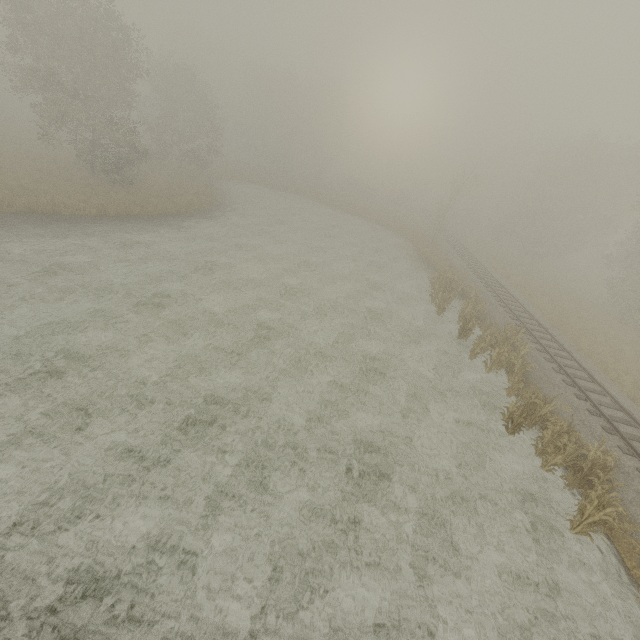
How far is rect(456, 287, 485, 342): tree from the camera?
17.9m

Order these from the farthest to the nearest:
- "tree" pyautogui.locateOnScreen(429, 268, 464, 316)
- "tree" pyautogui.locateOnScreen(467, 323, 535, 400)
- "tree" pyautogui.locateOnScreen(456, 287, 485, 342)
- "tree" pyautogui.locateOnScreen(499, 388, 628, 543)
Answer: "tree" pyautogui.locateOnScreen(429, 268, 464, 316), "tree" pyautogui.locateOnScreen(456, 287, 485, 342), "tree" pyautogui.locateOnScreen(467, 323, 535, 400), "tree" pyautogui.locateOnScreen(499, 388, 628, 543)

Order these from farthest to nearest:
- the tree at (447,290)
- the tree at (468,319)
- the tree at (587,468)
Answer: the tree at (447,290), the tree at (468,319), the tree at (587,468)

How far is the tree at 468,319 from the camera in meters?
17.9 m

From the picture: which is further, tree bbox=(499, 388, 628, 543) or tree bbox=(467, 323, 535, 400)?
tree bbox=(467, 323, 535, 400)

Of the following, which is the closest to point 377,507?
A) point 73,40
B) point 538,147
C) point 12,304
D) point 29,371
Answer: point 29,371

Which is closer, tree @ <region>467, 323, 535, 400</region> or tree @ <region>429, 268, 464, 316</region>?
tree @ <region>467, 323, 535, 400</region>
